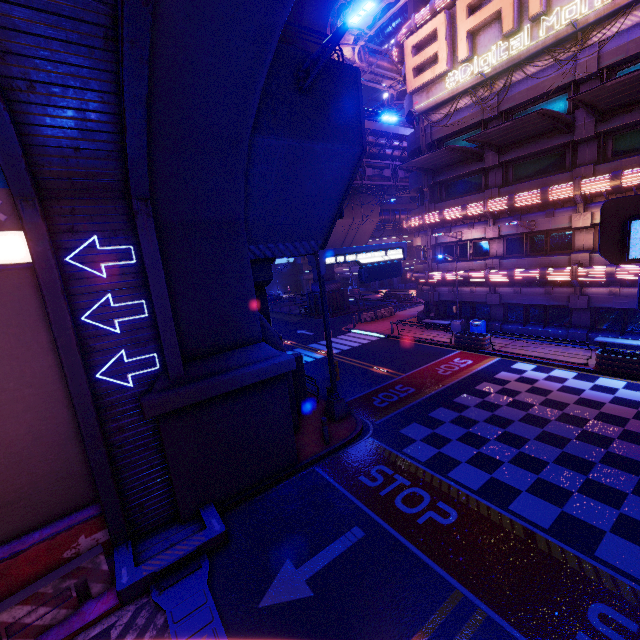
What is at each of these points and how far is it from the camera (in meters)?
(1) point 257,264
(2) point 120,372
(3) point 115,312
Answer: (1) pillar, 13.61
(2) tunnel, 8.20
(3) tunnel, 8.04

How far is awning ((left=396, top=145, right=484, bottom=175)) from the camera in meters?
20.3 m

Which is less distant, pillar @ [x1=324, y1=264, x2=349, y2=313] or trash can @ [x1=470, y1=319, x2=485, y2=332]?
trash can @ [x1=470, y1=319, x2=485, y2=332]

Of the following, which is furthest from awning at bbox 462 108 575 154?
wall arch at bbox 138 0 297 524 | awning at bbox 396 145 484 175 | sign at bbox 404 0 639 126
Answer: wall arch at bbox 138 0 297 524

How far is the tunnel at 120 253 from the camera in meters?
7.6 m

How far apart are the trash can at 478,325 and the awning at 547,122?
10.9 meters

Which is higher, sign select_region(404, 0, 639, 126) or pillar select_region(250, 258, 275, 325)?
sign select_region(404, 0, 639, 126)

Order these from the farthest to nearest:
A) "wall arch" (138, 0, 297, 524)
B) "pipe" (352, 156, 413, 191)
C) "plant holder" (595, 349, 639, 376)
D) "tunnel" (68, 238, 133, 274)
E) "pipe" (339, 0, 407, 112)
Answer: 1. "pipe" (352, 156, 413, 191)
2. "pipe" (339, 0, 407, 112)
3. "plant holder" (595, 349, 639, 376)
4. "tunnel" (68, 238, 133, 274)
5. "wall arch" (138, 0, 297, 524)
